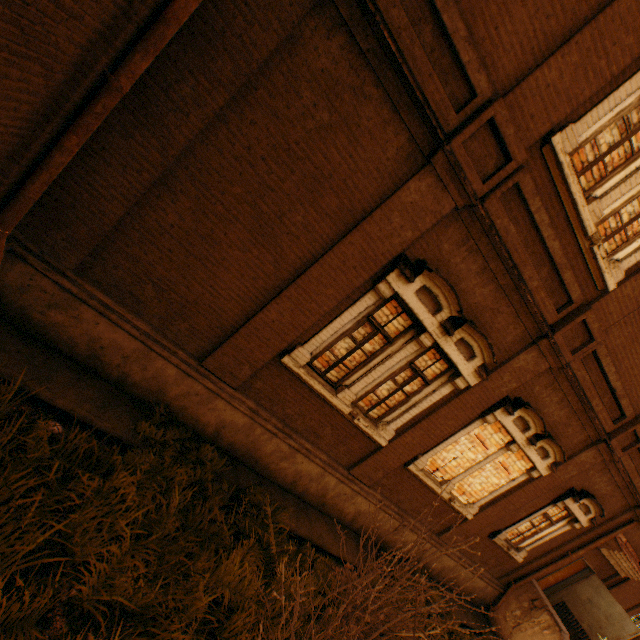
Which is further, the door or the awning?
the door

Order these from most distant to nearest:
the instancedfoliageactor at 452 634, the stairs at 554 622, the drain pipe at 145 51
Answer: the stairs at 554 622
the instancedfoliageactor at 452 634
the drain pipe at 145 51

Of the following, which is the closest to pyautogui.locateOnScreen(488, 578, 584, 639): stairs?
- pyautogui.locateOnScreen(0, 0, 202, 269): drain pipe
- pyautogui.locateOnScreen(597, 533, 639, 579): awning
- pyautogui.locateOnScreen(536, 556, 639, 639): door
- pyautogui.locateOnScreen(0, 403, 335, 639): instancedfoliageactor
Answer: pyautogui.locateOnScreen(536, 556, 639, 639): door

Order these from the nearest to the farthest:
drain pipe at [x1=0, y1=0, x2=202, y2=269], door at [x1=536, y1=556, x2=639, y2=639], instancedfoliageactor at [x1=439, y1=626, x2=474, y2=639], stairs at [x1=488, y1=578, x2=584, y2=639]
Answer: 1. drain pipe at [x1=0, y1=0, x2=202, y2=269]
2. instancedfoliageactor at [x1=439, y1=626, x2=474, y2=639]
3. stairs at [x1=488, y1=578, x2=584, y2=639]
4. door at [x1=536, y1=556, x2=639, y2=639]

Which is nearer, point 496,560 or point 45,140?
point 45,140

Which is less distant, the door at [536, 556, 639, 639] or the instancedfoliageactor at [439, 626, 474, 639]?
the instancedfoliageactor at [439, 626, 474, 639]

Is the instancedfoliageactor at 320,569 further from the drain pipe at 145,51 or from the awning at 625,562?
the awning at 625,562

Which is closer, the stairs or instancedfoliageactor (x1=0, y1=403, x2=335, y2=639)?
instancedfoliageactor (x1=0, y1=403, x2=335, y2=639)
